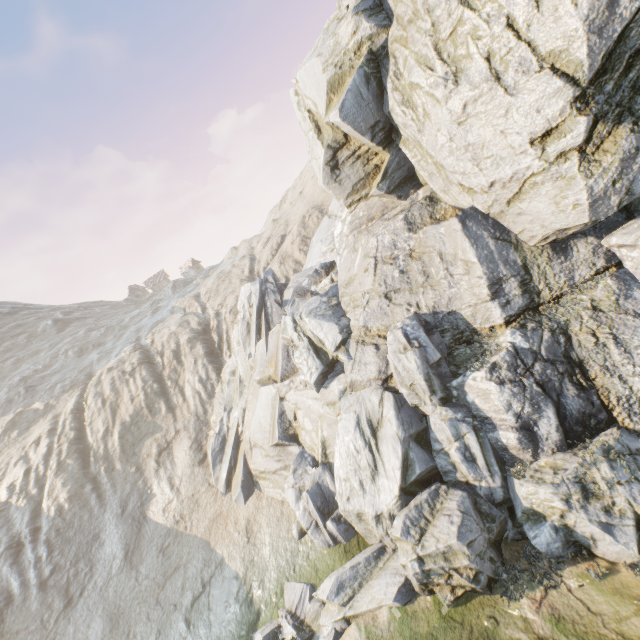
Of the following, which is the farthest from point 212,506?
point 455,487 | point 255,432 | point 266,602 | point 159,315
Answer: point 159,315
